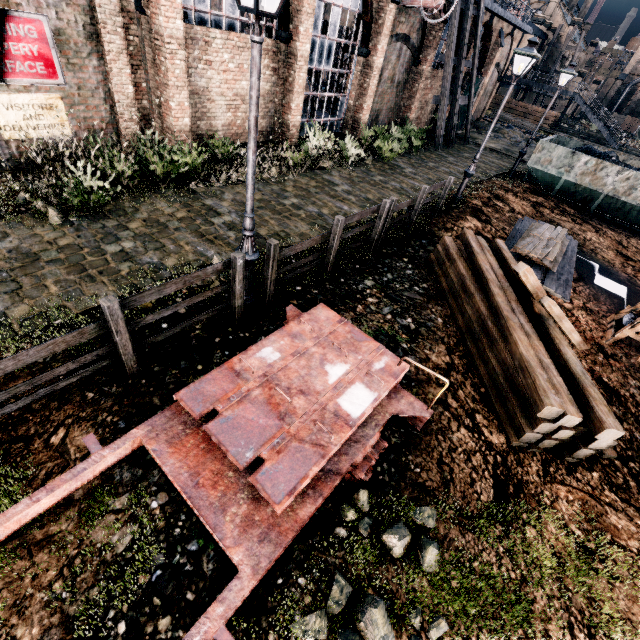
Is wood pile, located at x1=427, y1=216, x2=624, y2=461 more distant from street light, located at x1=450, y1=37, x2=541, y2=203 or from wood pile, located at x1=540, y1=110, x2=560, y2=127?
wood pile, located at x1=540, y1=110, x2=560, y2=127

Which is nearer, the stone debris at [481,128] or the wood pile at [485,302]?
the wood pile at [485,302]

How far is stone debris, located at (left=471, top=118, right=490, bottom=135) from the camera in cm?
3088

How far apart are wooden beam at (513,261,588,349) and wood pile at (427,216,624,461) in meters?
0.0 m

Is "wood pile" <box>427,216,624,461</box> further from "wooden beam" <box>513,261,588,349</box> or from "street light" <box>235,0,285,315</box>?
"street light" <box>235,0,285,315</box>

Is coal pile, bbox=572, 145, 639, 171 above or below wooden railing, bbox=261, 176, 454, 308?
above

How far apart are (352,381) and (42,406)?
4.6 meters

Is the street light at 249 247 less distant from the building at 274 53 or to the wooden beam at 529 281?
the wooden beam at 529 281
